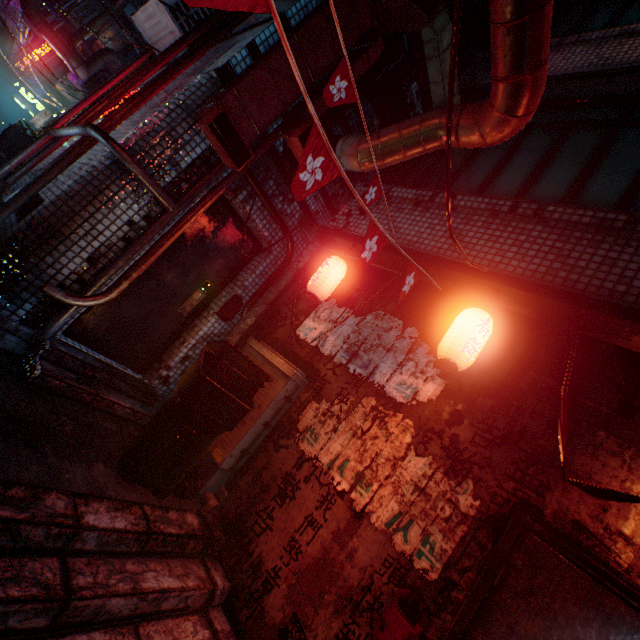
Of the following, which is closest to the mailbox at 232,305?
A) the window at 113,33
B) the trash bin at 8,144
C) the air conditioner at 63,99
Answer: the trash bin at 8,144

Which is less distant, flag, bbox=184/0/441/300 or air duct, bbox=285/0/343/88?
flag, bbox=184/0/441/300

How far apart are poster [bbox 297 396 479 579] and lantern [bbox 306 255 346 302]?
1.03m

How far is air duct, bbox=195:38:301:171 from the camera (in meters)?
2.60

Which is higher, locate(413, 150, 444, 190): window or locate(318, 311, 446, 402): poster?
locate(413, 150, 444, 190): window

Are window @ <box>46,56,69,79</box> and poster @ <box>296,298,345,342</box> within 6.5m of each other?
no

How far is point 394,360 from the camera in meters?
2.8 m

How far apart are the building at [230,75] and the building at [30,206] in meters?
2.1 m
